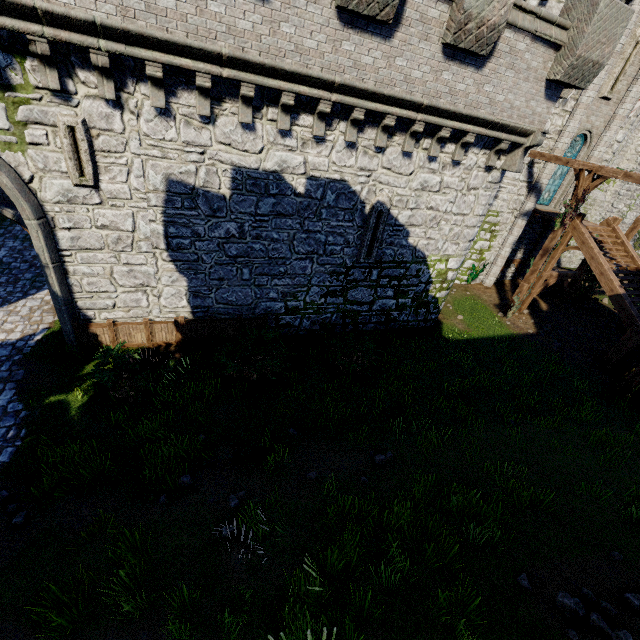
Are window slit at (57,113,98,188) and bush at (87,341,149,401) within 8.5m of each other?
yes

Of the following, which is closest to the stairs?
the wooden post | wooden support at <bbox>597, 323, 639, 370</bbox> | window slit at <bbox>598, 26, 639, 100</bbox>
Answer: wooden support at <bbox>597, 323, 639, 370</bbox>

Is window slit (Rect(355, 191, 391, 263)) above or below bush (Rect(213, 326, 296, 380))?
above

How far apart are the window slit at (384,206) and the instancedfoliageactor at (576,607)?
9.71m

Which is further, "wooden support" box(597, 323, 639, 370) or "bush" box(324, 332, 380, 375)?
"wooden support" box(597, 323, 639, 370)

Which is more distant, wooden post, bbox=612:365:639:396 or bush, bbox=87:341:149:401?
wooden post, bbox=612:365:639:396

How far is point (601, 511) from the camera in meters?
7.3

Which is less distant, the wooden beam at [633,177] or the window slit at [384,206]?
the window slit at [384,206]
